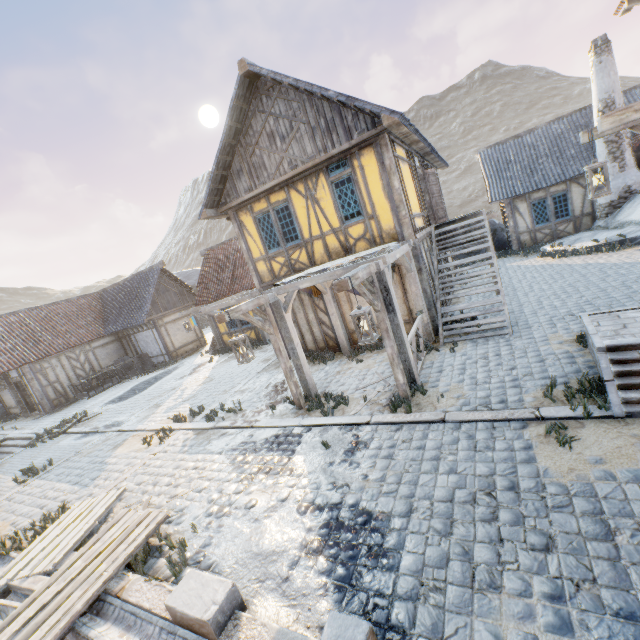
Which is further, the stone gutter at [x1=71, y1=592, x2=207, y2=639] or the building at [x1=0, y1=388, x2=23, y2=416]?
the building at [x1=0, y1=388, x2=23, y2=416]

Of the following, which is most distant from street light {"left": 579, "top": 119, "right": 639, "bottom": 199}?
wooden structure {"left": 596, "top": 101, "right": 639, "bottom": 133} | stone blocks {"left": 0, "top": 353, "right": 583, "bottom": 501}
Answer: stone blocks {"left": 0, "top": 353, "right": 583, "bottom": 501}

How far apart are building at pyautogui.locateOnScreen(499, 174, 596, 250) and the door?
5.6m

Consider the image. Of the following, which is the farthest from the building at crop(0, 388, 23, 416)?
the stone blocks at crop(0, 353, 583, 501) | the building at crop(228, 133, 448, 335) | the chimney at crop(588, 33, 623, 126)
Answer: the chimney at crop(588, 33, 623, 126)

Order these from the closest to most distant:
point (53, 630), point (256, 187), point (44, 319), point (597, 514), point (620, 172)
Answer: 1. point (597, 514)
2. point (53, 630)
3. point (256, 187)
4. point (620, 172)
5. point (44, 319)

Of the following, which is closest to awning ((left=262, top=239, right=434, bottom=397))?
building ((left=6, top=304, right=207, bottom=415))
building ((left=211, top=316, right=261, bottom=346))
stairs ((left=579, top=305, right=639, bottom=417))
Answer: stairs ((left=579, top=305, right=639, bottom=417))

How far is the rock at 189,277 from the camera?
37.61m

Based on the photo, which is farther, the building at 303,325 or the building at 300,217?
the building at 303,325
